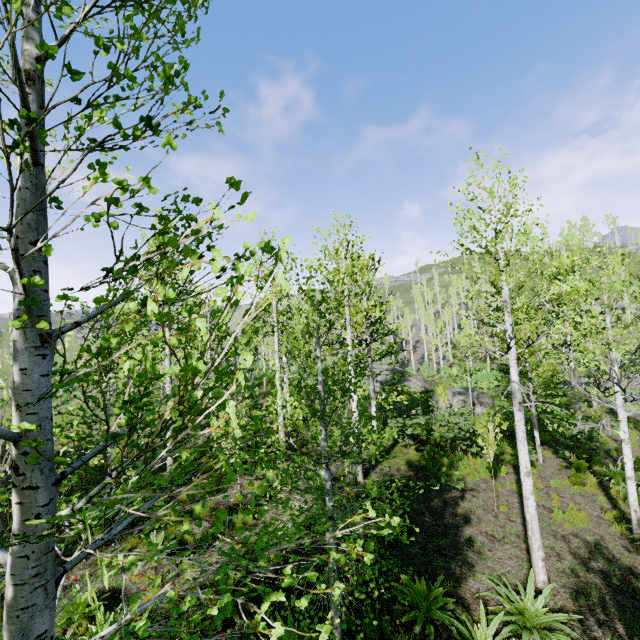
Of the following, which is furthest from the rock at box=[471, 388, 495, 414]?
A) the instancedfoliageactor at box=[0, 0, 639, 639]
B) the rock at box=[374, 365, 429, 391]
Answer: the instancedfoliageactor at box=[0, 0, 639, 639]

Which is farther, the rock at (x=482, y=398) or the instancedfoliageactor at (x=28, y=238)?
the rock at (x=482, y=398)

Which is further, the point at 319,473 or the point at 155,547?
the point at 155,547

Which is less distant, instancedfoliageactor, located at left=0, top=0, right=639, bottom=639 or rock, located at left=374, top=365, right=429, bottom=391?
instancedfoliageactor, located at left=0, top=0, right=639, bottom=639

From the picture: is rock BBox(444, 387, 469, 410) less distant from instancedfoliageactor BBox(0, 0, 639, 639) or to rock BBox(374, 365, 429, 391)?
rock BBox(374, 365, 429, 391)

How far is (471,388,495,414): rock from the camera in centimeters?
2069cm

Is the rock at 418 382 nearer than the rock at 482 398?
No
